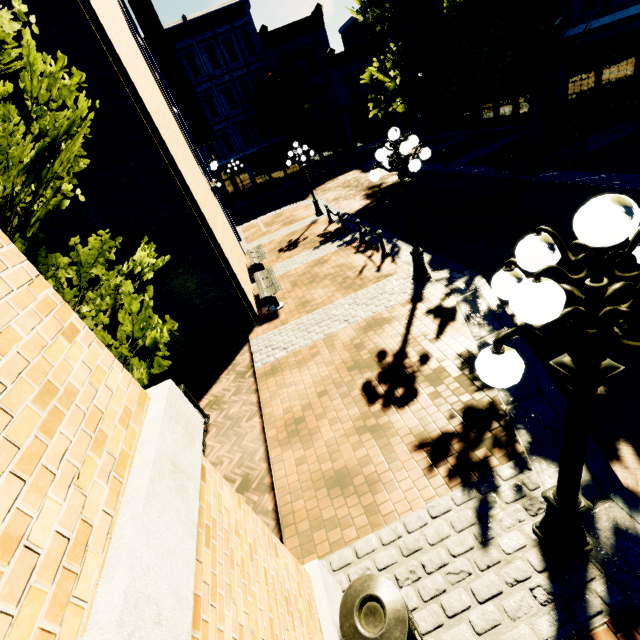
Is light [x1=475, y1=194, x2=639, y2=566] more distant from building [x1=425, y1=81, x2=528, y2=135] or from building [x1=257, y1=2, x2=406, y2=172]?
building [x1=257, y1=2, x2=406, y2=172]

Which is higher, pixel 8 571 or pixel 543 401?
pixel 8 571

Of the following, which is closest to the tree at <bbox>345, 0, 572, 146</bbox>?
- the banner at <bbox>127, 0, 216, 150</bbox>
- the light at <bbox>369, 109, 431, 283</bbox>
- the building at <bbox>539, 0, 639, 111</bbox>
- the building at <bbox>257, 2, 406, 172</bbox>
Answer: the building at <bbox>257, 2, 406, 172</bbox>

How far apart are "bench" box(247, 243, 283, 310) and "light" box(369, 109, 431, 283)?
3.84m

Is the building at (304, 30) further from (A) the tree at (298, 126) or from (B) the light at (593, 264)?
(B) the light at (593, 264)

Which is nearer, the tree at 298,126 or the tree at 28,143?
the tree at 28,143

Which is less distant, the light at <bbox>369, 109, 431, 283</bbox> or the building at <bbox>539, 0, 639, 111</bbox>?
the light at <bbox>369, 109, 431, 283</bbox>

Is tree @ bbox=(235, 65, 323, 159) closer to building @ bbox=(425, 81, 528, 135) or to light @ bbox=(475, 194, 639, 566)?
building @ bbox=(425, 81, 528, 135)
